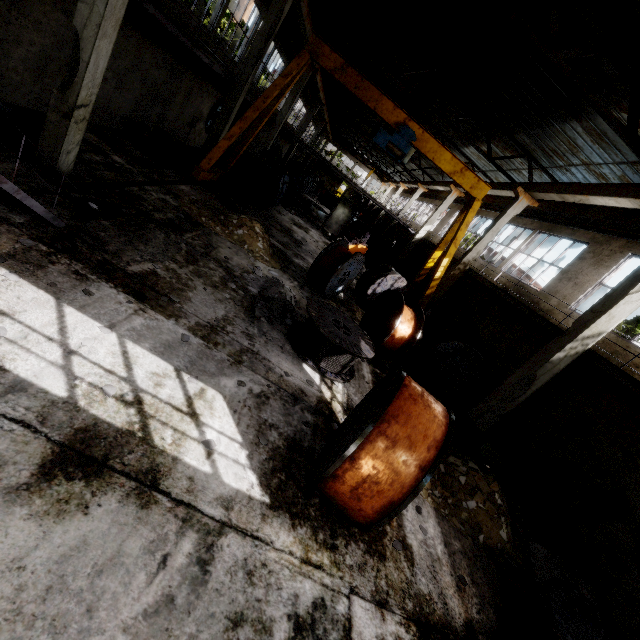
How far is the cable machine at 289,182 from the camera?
19.09m

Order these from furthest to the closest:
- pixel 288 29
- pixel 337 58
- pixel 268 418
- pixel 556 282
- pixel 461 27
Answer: pixel 288 29
pixel 556 282
pixel 337 58
pixel 461 27
pixel 268 418

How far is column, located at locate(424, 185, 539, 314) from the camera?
14.0 meters

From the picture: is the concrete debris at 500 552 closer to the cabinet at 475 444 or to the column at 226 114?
the cabinet at 475 444

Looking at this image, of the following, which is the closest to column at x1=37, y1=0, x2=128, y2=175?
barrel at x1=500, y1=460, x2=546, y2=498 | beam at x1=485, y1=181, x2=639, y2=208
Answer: beam at x1=485, y1=181, x2=639, y2=208

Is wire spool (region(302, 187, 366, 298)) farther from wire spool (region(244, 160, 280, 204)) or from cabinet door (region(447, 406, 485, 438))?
cabinet door (region(447, 406, 485, 438))

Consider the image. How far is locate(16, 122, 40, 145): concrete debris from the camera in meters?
7.0

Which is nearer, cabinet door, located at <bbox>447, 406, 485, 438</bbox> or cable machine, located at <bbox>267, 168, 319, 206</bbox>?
cabinet door, located at <bbox>447, 406, 485, 438</bbox>
